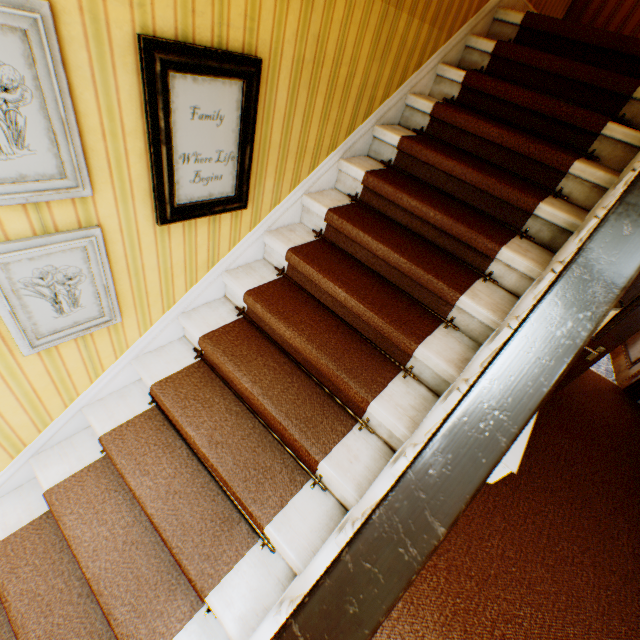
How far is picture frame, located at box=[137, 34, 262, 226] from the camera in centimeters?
127cm

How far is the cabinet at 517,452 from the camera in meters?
2.0 m

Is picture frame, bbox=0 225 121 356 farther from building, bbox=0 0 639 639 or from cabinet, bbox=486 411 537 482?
cabinet, bbox=486 411 537 482

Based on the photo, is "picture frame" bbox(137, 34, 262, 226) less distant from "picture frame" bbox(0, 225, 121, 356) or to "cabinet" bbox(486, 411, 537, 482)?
"picture frame" bbox(0, 225, 121, 356)

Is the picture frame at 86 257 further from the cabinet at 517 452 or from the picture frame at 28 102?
the cabinet at 517 452

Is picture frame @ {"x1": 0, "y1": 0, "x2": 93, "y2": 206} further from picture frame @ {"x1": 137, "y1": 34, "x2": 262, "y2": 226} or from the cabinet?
the cabinet

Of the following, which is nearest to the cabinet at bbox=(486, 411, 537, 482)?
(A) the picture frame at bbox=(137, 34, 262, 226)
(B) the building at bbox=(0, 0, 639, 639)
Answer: (B) the building at bbox=(0, 0, 639, 639)

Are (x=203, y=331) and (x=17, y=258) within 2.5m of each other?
yes
